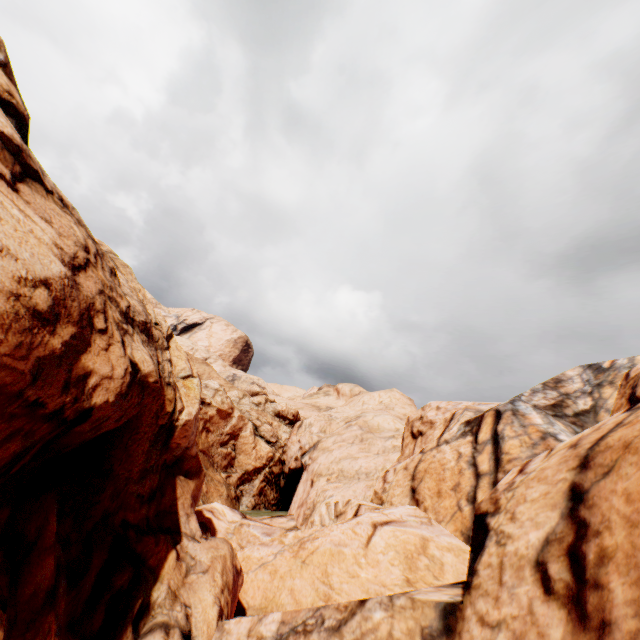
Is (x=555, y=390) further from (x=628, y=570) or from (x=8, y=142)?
A: (x=8, y=142)
